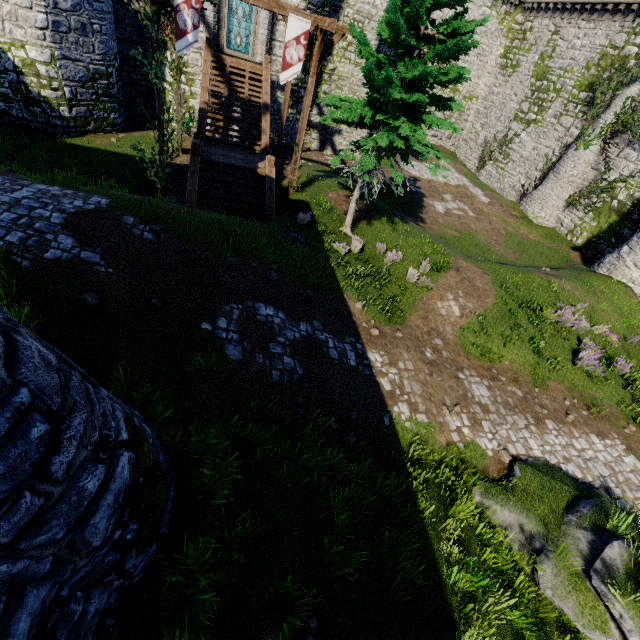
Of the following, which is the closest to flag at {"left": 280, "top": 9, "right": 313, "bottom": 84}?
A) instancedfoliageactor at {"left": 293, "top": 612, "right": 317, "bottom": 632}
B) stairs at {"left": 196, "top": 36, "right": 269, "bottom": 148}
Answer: stairs at {"left": 196, "top": 36, "right": 269, "bottom": 148}

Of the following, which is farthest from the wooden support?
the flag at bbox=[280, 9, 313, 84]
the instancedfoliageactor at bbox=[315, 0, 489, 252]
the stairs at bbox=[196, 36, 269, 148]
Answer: the stairs at bbox=[196, 36, 269, 148]

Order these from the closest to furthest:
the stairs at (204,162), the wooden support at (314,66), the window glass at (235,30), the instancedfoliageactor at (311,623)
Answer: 1. the instancedfoliageactor at (311,623)
2. the wooden support at (314,66)
3. the stairs at (204,162)
4. the window glass at (235,30)

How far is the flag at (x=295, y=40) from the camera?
11.35m

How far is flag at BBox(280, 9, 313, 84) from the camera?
11.4 meters

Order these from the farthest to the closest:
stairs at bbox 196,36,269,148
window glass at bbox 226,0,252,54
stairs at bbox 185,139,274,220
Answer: window glass at bbox 226,0,252,54 < stairs at bbox 196,36,269,148 < stairs at bbox 185,139,274,220

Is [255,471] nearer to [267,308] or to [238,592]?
[238,592]

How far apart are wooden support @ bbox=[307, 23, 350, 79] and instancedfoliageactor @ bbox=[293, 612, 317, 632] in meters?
15.6
